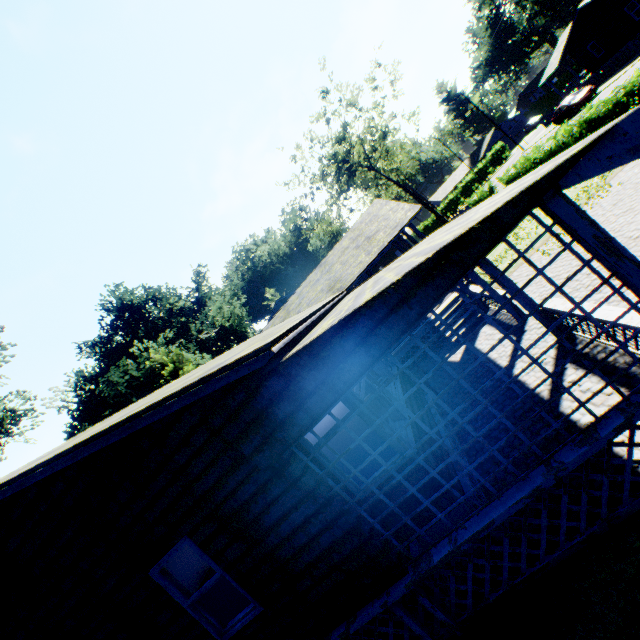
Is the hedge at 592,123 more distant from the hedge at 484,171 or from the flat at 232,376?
the hedge at 484,171

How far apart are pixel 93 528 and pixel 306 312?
5.7m

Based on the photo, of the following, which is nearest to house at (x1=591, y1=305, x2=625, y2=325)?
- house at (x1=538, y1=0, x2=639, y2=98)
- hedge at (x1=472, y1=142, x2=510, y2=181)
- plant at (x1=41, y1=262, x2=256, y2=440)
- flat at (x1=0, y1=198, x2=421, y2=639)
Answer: flat at (x1=0, y1=198, x2=421, y2=639)

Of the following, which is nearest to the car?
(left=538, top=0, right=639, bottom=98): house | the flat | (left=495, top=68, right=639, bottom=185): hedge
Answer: (left=538, top=0, right=639, bottom=98): house

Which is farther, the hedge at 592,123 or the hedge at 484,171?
the hedge at 484,171

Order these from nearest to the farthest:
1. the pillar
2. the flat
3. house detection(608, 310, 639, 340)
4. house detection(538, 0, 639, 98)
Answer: the pillar, the flat, house detection(608, 310, 639, 340), house detection(538, 0, 639, 98)

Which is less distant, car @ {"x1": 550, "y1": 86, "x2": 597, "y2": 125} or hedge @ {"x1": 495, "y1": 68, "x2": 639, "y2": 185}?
hedge @ {"x1": 495, "y1": 68, "x2": 639, "y2": 185}

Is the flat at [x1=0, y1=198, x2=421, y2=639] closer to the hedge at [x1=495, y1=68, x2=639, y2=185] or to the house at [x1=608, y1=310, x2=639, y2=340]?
the house at [x1=608, y1=310, x2=639, y2=340]
